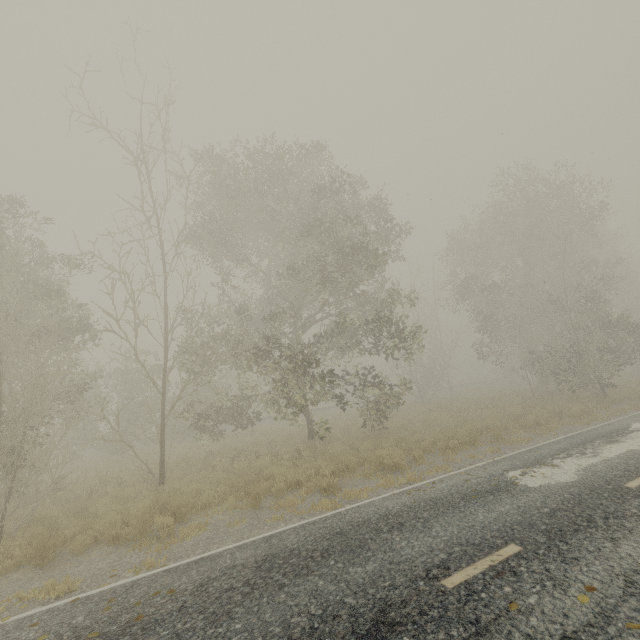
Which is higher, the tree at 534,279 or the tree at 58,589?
the tree at 534,279

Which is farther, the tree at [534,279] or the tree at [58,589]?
the tree at [534,279]

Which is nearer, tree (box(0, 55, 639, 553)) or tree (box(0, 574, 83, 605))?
tree (box(0, 574, 83, 605))

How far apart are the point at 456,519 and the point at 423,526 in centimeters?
65cm

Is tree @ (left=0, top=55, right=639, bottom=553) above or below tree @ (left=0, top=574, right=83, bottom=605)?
above
